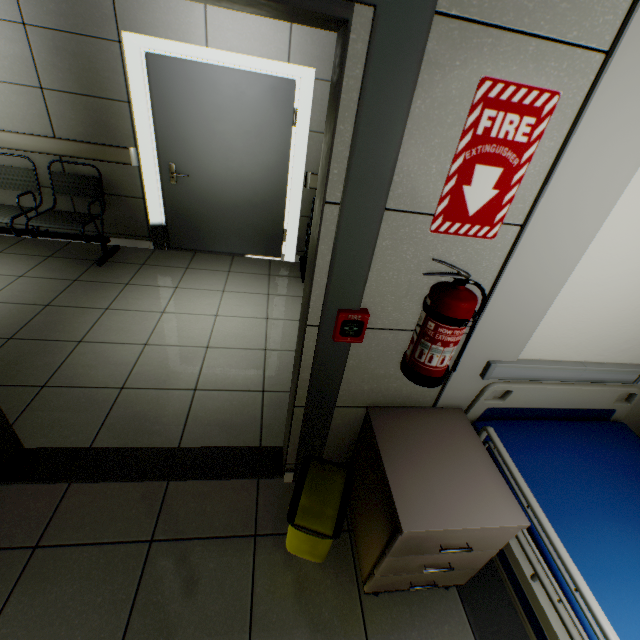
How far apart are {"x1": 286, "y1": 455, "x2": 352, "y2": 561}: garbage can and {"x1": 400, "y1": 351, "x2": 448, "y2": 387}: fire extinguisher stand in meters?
0.6 m

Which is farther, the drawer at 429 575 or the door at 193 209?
the door at 193 209

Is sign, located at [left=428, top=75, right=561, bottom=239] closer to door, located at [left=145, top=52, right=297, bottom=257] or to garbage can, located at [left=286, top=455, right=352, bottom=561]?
garbage can, located at [left=286, top=455, right=352, bottom=561]

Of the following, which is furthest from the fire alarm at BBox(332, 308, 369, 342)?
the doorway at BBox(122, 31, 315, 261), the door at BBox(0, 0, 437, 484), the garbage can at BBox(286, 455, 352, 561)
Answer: the doorway at BBox(122, 31, 315, 261)

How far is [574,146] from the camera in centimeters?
100cm

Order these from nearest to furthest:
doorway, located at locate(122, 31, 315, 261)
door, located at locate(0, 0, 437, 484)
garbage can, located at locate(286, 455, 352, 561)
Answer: door, located at locate(0, 0, 437, 484)
garbage can, located at locate(286, 455, 352, 561)
doorway, located at locate(122, 31, 315, 261)

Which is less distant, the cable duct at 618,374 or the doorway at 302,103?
the cable duct at 618,374

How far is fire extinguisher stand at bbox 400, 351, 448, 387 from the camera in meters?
1.3
